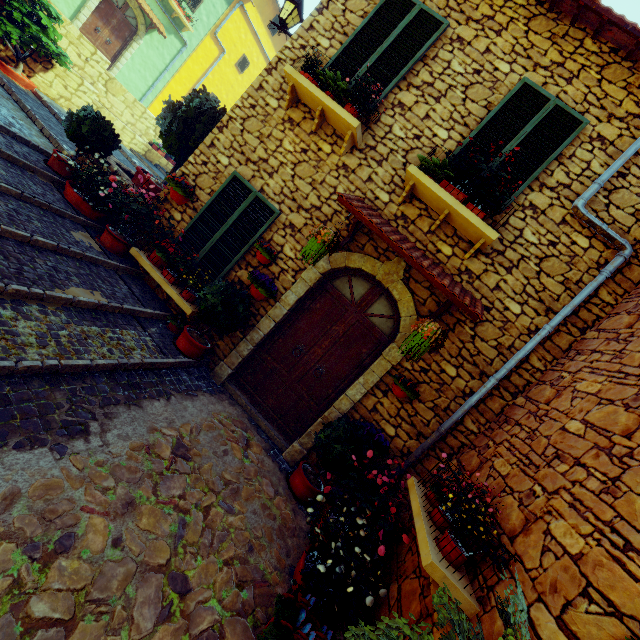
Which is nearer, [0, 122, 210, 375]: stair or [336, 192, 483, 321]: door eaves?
[0, 122, 210, 375]: stair

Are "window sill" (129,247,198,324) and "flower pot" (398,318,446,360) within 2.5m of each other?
no

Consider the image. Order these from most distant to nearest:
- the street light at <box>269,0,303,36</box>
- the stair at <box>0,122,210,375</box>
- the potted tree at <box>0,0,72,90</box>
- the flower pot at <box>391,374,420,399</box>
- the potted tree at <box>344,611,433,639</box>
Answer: the potted tree at <box>0,0,72,90</box>
the street light at <box>269,0,303,36</box>
the flower pot at <box>391,374,420,399</box>
the stair at <box>0,122,210,375</box>
the potted tree at <box>344,611,433,639</box>

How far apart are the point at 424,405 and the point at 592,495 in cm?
234

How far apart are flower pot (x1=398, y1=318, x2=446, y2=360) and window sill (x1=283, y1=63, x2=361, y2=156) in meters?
2.9

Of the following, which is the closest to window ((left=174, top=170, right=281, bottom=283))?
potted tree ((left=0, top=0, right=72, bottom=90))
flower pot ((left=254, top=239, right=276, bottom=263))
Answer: flower pot ((left=254, top=239, right=276, bottom=263))

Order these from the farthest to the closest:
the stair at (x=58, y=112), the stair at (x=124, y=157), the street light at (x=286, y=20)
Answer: the stair at (x=124, y=157) < the stair at (x=58, y=112) < the street light at (x=286, y=20)

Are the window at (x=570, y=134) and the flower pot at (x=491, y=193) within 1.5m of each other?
yes
